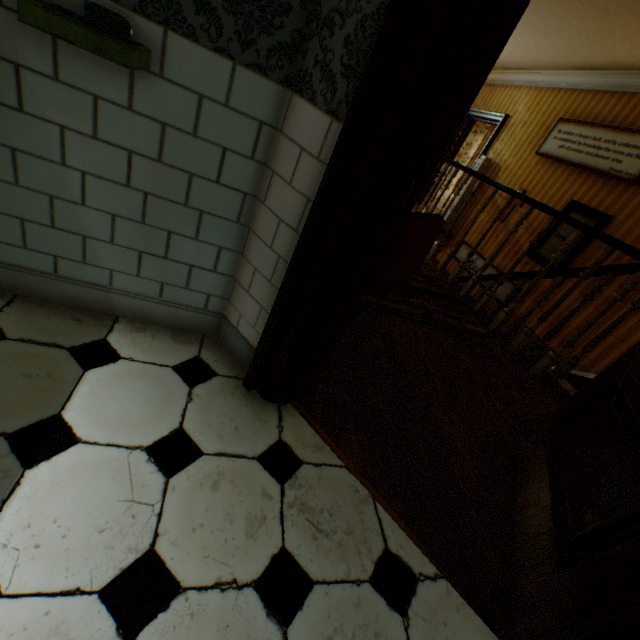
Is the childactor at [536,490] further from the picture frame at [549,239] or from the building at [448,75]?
the picture frame at [549,239]

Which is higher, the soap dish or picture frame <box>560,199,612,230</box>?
picture frame <box>560,199,612,230</box>

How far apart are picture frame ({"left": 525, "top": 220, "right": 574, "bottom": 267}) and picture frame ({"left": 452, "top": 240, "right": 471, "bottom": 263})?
0.4m

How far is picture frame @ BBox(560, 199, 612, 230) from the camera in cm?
447

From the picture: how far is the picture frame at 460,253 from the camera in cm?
682

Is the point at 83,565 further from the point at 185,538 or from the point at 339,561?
the point at 339,561

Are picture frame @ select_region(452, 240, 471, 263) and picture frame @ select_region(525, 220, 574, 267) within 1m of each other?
yes

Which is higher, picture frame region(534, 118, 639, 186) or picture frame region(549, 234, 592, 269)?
picture frame region(534, 118, 639, 186)
